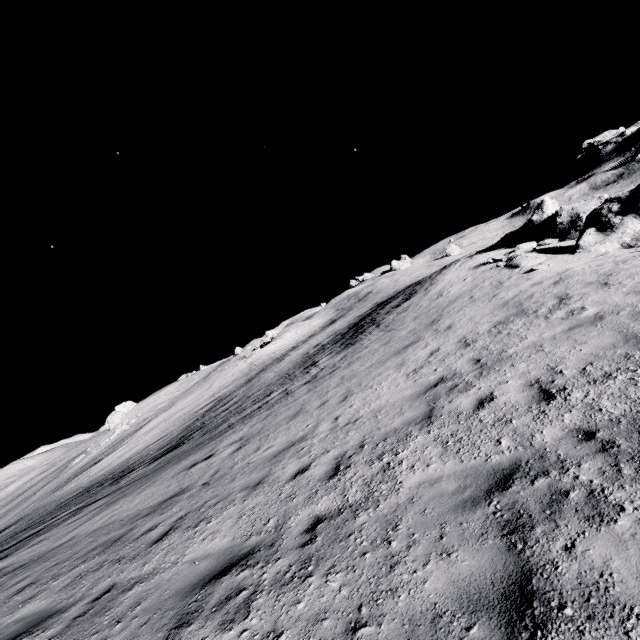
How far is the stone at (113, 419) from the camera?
53.9m

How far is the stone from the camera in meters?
53.9

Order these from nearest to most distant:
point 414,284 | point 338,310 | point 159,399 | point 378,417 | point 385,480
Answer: point 385,480
point 378,417
point 414,284
point 159,399
point 338,310
